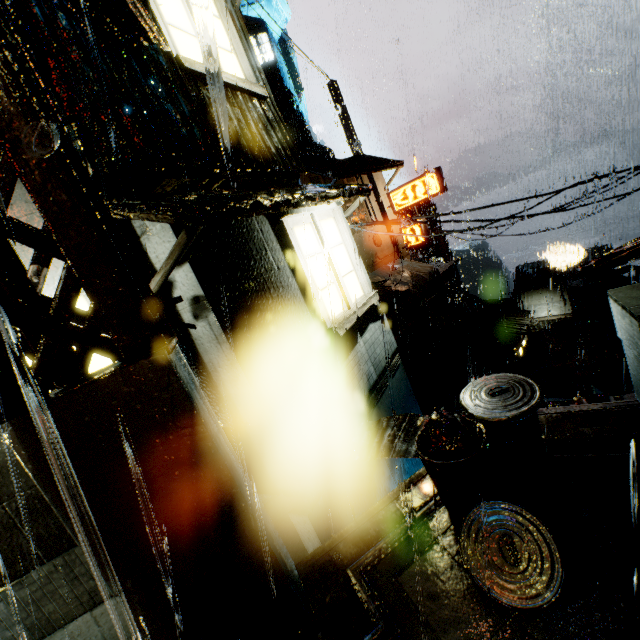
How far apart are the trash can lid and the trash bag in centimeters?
3cm

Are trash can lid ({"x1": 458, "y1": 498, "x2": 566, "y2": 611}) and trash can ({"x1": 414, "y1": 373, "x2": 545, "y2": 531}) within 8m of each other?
yes

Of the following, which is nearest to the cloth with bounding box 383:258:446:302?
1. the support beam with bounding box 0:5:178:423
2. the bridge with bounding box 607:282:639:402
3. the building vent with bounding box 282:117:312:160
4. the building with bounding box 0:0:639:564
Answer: the building with bounding box 0:0:639:564

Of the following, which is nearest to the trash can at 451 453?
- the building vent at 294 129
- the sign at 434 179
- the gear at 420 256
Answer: the sign at 434 179

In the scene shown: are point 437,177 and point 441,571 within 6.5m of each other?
no

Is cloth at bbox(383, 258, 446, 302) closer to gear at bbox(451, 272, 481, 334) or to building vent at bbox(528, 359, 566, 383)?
building vent at bbox(528, 359, 566, 383)

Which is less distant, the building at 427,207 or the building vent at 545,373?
the building vent at 545,373

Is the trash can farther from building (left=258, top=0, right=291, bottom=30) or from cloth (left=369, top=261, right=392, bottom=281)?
cloth (left=369, top=261, right=392, bottom=281)
